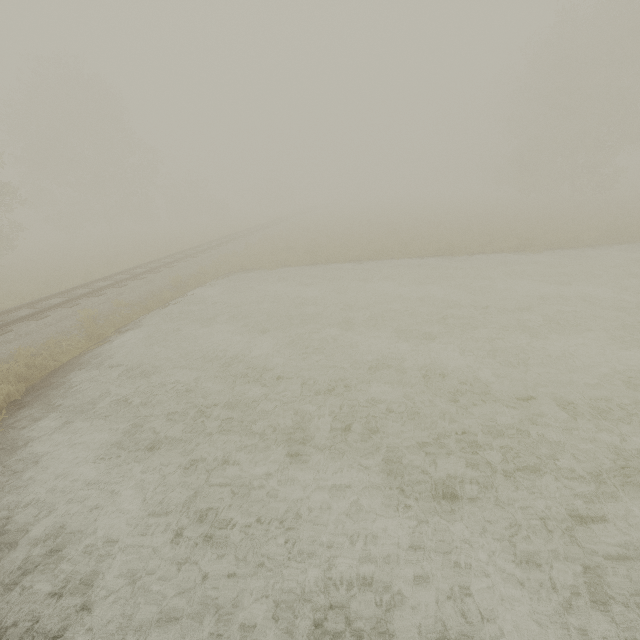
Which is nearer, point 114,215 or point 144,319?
point 144,319
